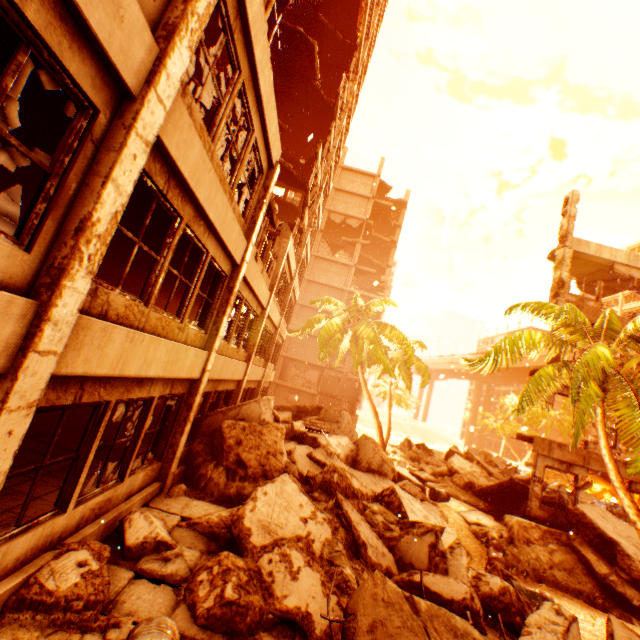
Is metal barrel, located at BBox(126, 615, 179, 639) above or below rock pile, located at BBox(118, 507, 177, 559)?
above

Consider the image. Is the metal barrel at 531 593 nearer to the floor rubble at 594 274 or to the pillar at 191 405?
the pillar at 191 405

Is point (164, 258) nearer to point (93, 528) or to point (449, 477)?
point (93, 528)

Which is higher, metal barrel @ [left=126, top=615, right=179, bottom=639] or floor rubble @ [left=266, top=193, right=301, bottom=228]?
floor rubble @ [left=266, top=193, right=301, bottom=228]

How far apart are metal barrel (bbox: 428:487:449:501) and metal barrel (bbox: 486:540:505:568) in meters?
2.3

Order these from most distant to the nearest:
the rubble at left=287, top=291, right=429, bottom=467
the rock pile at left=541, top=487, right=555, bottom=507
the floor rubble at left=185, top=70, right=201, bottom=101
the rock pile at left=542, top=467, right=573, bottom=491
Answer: the rubble at left=287, top=291, right=429, bottom=467
the rock pile at left=542, top=467, right=573, bottom=491
the rock pile at left=541, top=487, right=555, bottom=507
the floor rubble at left=185, top=70, right=201, bottom=101

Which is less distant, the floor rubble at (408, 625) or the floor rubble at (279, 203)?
the floor rubble at (408, 625)

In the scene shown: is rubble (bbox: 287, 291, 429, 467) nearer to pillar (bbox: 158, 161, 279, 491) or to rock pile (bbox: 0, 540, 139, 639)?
rock pile (bbox: 0, 540, 139, 639)
